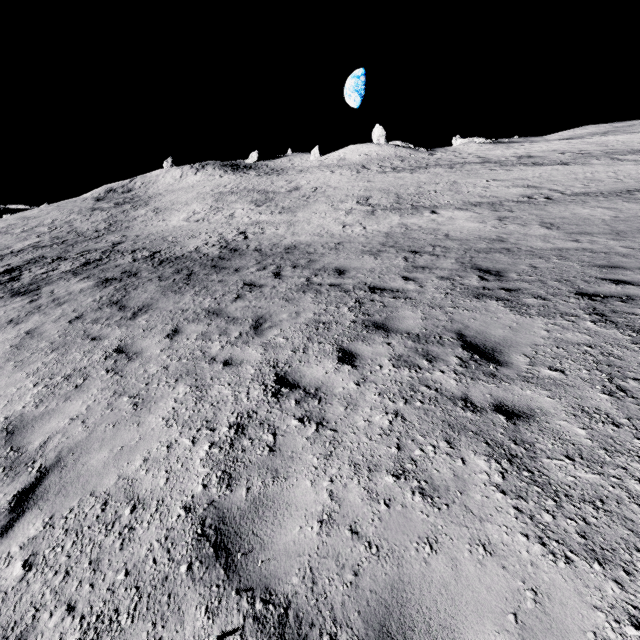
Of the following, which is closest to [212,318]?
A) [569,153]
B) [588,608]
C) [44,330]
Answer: [44,330]
